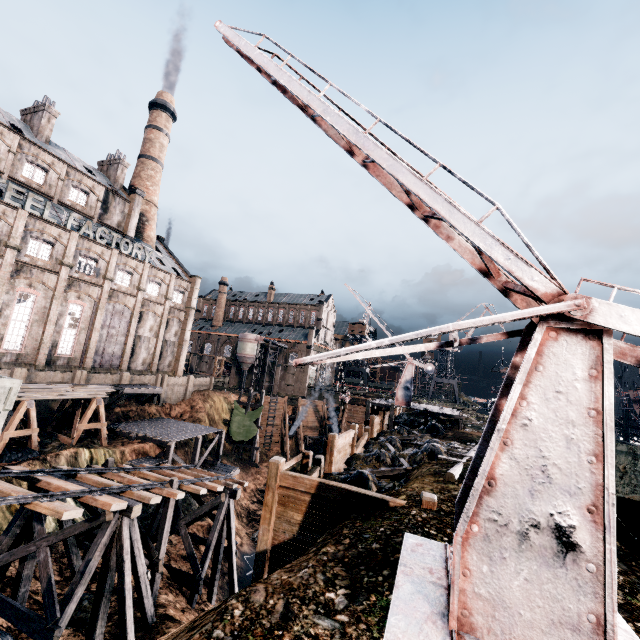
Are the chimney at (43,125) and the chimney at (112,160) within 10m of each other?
yes

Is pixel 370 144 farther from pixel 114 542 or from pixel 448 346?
pixel 114 542

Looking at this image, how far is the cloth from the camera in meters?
43.6

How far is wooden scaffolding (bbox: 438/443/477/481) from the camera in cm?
1120

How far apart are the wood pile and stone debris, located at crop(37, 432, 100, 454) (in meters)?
3.50

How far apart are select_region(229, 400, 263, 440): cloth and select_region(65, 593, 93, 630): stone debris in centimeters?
2802cm

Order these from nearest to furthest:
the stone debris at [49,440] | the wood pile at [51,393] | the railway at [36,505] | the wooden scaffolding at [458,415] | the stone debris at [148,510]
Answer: the railway at [36,505], the stone debris at [148,510], the wood pile at [51,393], the stone debris at [49,440], the wooden scaffolding at [458,415]

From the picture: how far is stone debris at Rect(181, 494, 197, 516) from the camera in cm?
2550
